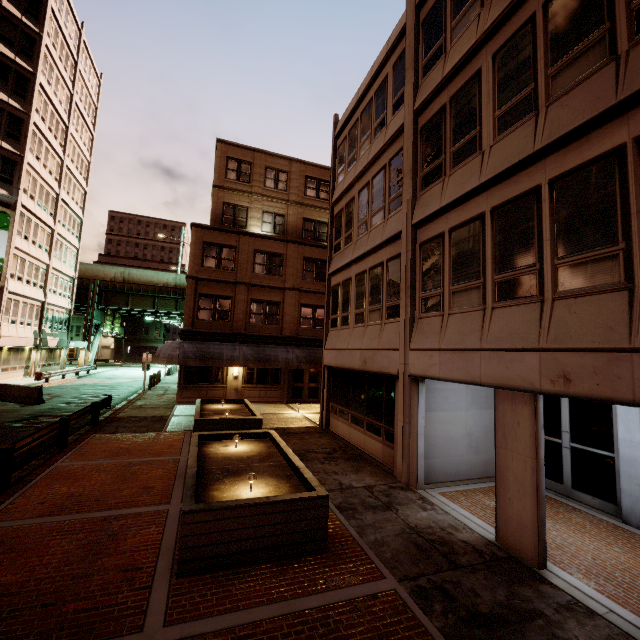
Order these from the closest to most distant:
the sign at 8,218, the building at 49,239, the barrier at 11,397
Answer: the barrier at 11,397 → the sign at 8,218 → the building at 49,239

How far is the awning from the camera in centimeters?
1906cm

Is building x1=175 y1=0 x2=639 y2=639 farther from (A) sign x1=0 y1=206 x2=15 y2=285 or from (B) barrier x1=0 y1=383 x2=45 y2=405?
(A) sign x1=0 y1=206 x2=15 y2=285

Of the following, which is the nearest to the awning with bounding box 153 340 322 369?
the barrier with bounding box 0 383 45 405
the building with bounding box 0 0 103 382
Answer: the barrier with bounding box 0 383 45 405

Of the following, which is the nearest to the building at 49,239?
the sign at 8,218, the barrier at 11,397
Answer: the sign at 8,218

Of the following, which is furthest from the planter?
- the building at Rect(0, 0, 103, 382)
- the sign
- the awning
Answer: the sign

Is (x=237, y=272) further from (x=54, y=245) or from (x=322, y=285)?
(x=54, y=245)

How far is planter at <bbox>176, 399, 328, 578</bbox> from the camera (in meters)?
5.13
